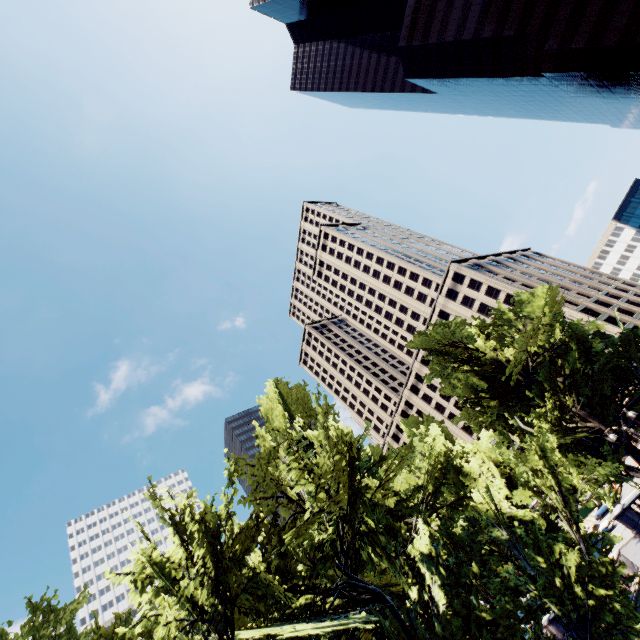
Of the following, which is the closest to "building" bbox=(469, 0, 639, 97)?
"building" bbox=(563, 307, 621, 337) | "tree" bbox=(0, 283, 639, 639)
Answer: "building" bbox=(563, 307, 621, 337)

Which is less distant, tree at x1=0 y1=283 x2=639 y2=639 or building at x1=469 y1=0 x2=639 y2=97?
tree at x1=0 y1=283 x2=639 y2=639

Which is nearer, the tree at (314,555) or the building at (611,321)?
the tree at (314,555)

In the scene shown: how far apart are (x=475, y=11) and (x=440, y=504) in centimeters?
8233cm

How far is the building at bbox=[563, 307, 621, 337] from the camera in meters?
55.0 m

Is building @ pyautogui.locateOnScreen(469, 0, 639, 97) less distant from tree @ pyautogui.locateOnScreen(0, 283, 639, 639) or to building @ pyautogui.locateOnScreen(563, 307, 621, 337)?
building @ pyautogui.locateOnScreen(563, 307, 621, 337)

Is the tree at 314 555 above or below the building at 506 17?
below
